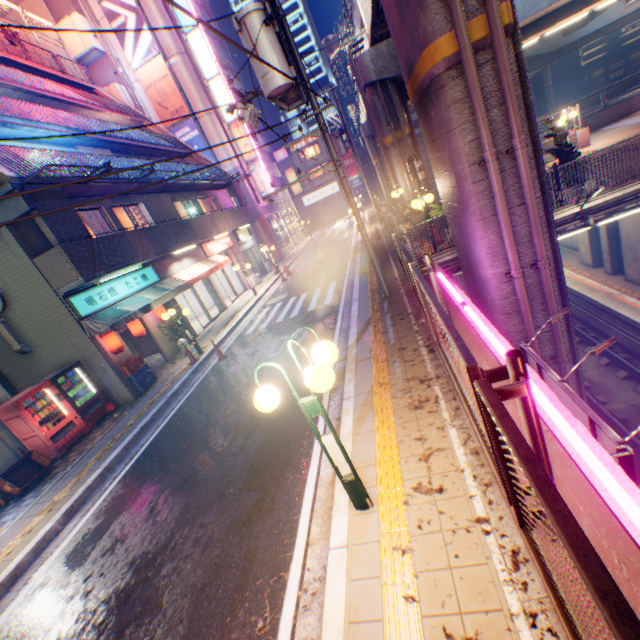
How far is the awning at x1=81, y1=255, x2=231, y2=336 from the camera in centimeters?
1059cm

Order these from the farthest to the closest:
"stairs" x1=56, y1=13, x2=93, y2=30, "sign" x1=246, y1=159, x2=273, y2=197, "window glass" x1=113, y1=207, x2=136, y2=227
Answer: "sign" x1=246, y1=159, x2=273, y2=197 < "stairs" x1=56, y1=13, x2=93, y2=30 < "window glass" x1=113, y1=207, x2=136, y2=227

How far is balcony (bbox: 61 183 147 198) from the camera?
11.21m

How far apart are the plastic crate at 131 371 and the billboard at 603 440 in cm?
1189

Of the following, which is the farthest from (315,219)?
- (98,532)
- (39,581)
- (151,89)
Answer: (39,581)

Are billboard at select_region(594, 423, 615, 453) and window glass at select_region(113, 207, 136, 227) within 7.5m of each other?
no

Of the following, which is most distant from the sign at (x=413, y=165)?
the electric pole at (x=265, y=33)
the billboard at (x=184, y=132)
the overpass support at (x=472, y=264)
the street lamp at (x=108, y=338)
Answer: the billboard at (x=184, y=132)

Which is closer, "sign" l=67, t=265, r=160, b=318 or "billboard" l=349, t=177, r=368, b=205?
"sign" l=67, t=265, r=160, b=318
